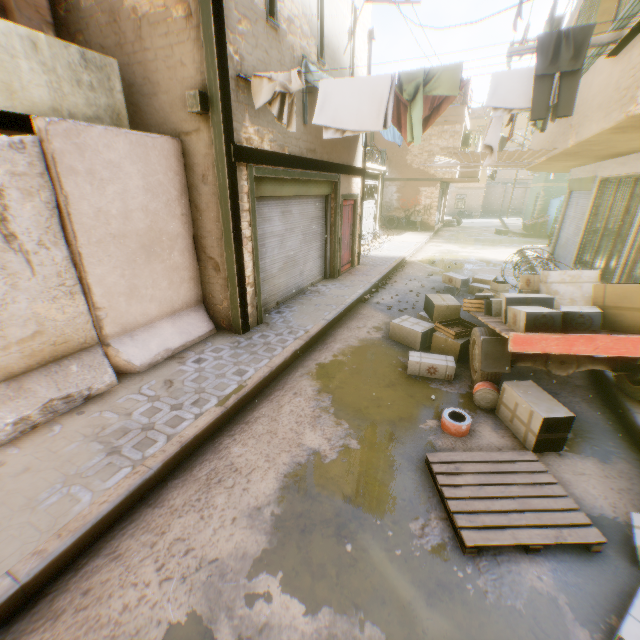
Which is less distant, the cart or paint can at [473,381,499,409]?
the cart

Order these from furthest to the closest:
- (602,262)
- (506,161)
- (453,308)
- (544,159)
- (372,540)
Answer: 1. (506,161)
2. (544,159)
3. (602,262)
4. (453,308)
5. (372,540)

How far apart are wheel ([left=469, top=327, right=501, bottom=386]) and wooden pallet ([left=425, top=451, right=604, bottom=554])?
1.10m

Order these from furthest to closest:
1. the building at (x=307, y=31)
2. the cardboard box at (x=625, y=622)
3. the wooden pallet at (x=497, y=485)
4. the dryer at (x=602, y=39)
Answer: the building at (x=307, y=31), the dryer at (x=602, y=39), the wooden pallet at (x=497, y=485), the cardboard box at (x=625, y=622)

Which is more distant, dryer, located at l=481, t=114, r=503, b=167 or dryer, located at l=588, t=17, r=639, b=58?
→ dryer, located at l=481, t=114, r=503, b=167

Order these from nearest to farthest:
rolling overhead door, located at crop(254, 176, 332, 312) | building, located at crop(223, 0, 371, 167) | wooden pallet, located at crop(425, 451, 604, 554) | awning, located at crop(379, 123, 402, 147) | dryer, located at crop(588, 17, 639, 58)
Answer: wooden pallet, located at crop(425, 451, 604, 554) < dryer, located at crop(588, 17, 639, 58) < building, located at crop(223, 0, 371, 167) < rolling overhead door, located at crop(254, 176, 332, 312) < awning, located at crop(379, 123, 402, 147)

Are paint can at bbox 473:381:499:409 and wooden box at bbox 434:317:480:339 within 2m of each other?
yes

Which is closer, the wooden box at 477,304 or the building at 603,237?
the building at 603,237
